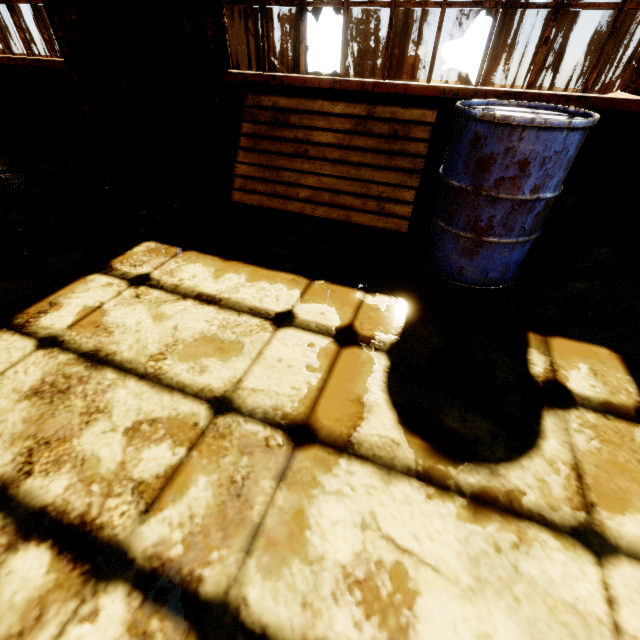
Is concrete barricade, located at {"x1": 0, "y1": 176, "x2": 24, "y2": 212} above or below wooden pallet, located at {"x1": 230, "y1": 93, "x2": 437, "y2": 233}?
below

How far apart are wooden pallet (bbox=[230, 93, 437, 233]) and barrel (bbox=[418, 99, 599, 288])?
0.2m

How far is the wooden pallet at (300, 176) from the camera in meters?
2.6

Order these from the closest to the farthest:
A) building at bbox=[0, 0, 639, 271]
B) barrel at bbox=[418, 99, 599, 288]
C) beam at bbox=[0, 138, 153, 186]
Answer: barrel at bbox=[418, 99, 599, 288] → building at bbox=[0, 0, 639, 271] → beam at bbox=[0, 138, 153, 186]

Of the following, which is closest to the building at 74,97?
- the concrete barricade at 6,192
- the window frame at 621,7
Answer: the window frame at 621,7

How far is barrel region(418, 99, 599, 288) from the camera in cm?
161

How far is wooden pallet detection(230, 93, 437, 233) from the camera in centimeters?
256cm

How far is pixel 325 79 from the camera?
2.6 meters
